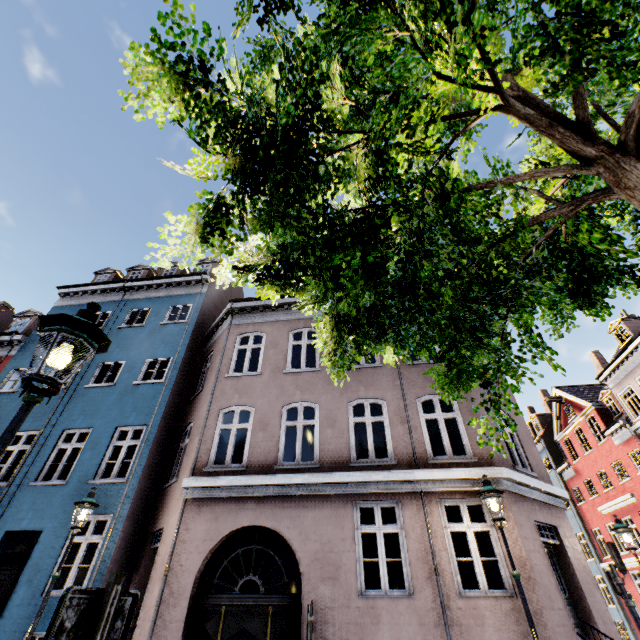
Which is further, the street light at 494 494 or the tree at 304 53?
the street light at 494 494

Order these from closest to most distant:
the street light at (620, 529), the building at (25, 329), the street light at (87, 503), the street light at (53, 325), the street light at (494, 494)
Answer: the street light at (53, 325) → the street light at (494, 494) → the street light at (87, 503) → the street light at (620, 529) → the building at (25, 329)

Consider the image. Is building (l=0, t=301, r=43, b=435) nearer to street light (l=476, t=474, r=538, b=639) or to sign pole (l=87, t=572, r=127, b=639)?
street light (l=476, t=474, r=538, b=639)

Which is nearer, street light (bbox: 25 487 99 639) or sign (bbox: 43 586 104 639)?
sign (bbox: 43 586 104 639)

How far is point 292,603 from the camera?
6.88m

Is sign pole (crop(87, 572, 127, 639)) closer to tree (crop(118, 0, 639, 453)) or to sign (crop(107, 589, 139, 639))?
sign (crop(107, 589, 139, 639))

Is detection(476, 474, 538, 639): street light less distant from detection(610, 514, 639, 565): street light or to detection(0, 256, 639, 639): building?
detection(0, 256, 639, 639): building

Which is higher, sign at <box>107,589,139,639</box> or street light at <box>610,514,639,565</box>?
street light at <box>610,514,639,565</box>
